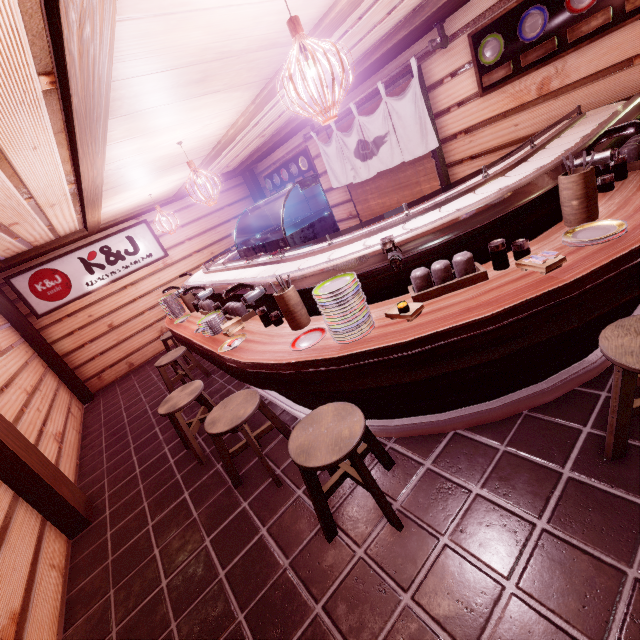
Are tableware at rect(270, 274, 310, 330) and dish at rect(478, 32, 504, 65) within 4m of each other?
no

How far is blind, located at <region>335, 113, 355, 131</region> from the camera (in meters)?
9.20

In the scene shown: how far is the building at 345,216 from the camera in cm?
1138

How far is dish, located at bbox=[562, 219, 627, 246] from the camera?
3.0m

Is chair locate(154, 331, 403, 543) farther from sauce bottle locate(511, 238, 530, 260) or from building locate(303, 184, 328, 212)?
sauce bottle locate(511, 238, 530, 260)

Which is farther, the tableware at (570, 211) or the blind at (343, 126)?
the blind at (343, 126)

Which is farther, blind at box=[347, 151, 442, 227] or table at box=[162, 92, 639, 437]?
blind at box=[347, 151, 442, 227]

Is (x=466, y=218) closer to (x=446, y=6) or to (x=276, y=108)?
(x=446, y=6)
